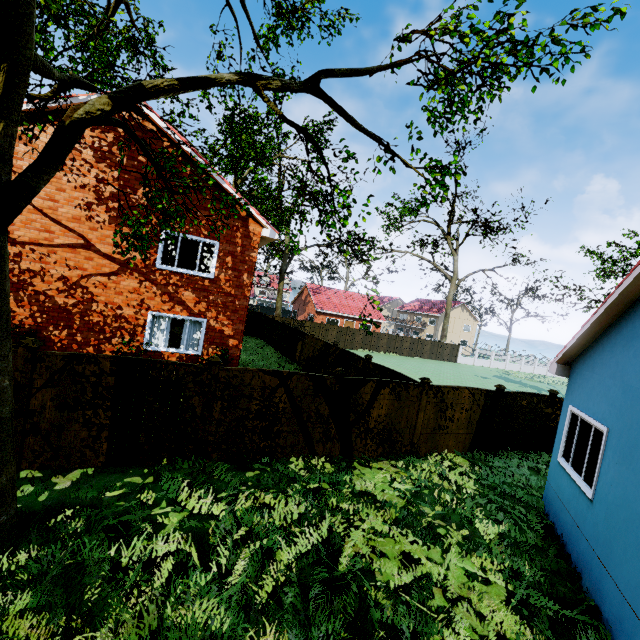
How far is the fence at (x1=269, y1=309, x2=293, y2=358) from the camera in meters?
22.5

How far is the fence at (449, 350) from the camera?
40.7m

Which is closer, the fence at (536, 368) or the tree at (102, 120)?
the tree at (102, 120)

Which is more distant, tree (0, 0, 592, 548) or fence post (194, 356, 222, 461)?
fence post (194, 356, 222, 461)

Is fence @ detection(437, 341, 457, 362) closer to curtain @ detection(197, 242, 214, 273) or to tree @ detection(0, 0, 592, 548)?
tree @ detection(0, 0, 592, 548)

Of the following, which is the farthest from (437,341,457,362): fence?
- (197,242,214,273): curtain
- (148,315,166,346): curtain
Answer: (197,242,214,273): curtain

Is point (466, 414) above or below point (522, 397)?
below

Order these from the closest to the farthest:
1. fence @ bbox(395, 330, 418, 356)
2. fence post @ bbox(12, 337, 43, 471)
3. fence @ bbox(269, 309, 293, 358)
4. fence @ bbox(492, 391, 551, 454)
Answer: fence post @ bbox(12, 337, 43, 471), fence @ bbox(492, 391, 551, 454), fence @ bbox(269, 309, 293, 358), fence @ bbox(395, 330, 418, 356)
